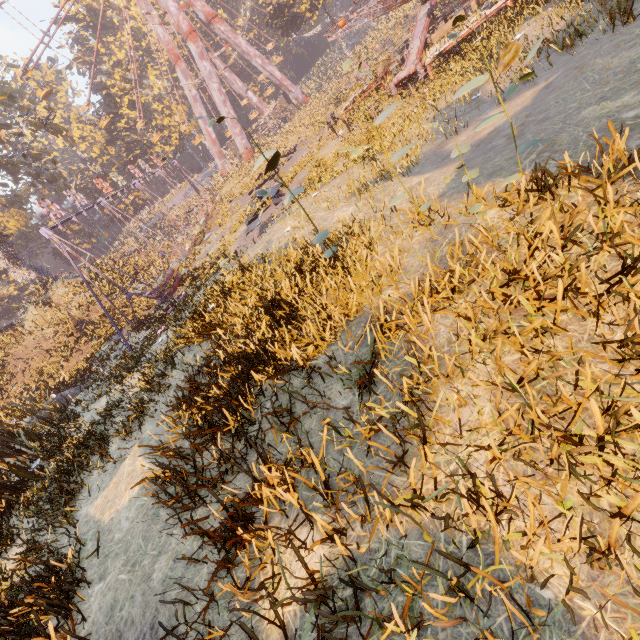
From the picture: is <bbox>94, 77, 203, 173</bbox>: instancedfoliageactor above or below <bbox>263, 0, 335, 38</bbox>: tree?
above

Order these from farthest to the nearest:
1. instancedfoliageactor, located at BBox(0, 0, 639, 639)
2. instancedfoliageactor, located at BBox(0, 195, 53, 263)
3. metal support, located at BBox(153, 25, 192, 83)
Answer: instancedfoliageactor, located at BBox(0, 195, 53, 263) → metal support, located at BBox(153, 25, 192, 83) → instancedfoliageactor, located at BBox(0, 0, 639, 639)

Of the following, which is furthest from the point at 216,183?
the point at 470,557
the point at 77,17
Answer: the point at 77,17

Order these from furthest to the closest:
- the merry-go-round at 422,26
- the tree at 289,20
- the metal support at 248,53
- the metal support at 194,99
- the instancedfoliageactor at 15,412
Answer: the metal support at 194,99, the metal support at 248,53, the tree at 289,20, the merry-go-round at 422,26, the instancedfoliageactor at 15,412

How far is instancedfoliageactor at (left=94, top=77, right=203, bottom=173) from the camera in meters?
46.3

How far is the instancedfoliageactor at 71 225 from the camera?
55.8 meters

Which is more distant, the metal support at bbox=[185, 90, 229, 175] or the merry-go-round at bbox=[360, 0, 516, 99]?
the metal support at bbox=[185, 90, 229, 175]

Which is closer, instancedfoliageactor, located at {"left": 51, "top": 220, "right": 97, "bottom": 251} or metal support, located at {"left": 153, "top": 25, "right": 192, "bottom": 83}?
metal support, located at {"left": 153, "top": 25, "right": 192, "bottom": 83}
